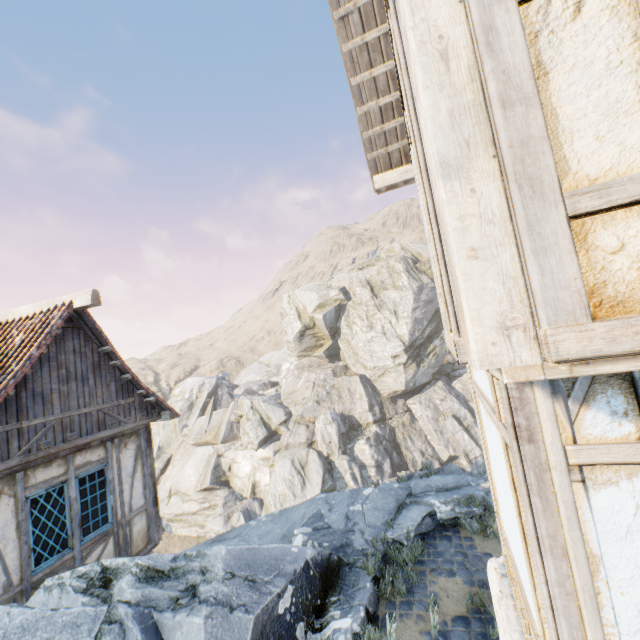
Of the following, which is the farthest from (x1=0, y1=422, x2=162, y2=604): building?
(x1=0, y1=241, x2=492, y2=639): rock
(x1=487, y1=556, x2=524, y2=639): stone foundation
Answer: (x1=487, y1=556, x2=524, y2=639): stone foundation

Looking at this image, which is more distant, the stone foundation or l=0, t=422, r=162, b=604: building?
l=0, t=422, r=162, b=604: building

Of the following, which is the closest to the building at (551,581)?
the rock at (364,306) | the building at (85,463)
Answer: the rock at (364,306)

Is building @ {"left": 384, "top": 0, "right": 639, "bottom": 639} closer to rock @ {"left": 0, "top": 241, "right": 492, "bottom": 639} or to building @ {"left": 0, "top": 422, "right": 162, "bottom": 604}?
rock @ {"left": 0, "top": 241, "right": 492, "bottom": 639}

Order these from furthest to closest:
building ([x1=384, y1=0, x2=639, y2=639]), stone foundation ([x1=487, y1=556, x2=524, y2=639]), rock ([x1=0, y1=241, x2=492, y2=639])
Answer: rock ([x1=0, y1=241, x2=492, y2=639]) < stone foundation ([x1=487, y1=556, x2=524, y2=639]) < building ([x1=384, y1=0, x2=639, y2=639])

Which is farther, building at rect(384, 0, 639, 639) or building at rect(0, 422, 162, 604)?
building at rect(0, 422, 162, 604)

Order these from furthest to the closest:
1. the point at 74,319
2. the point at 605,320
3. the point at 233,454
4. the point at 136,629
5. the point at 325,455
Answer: the point at 233,454 → the point at 325,455 → the point at 74,319 → the point at 136,629 → the point at 605,320

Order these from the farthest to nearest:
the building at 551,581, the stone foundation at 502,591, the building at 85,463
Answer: the building at 85,463 → the stone foundation at 502,591 → the building at 551,581
